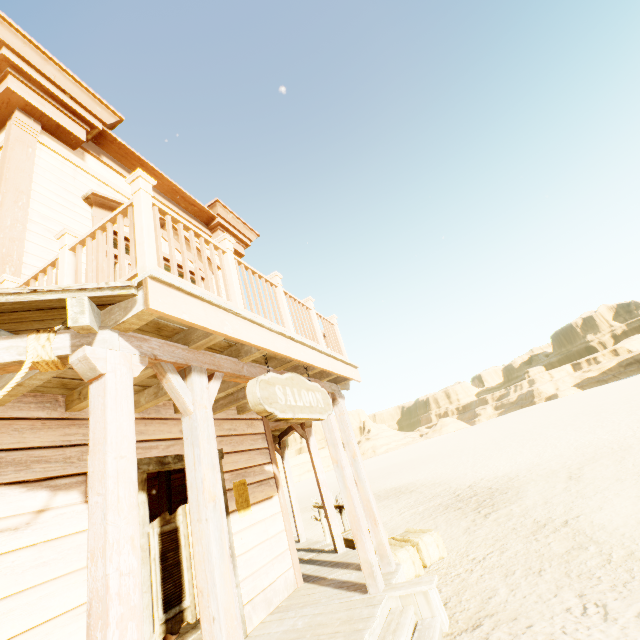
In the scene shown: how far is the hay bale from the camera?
5.2 meters

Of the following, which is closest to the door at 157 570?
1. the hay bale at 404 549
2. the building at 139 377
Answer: the building at 139 377

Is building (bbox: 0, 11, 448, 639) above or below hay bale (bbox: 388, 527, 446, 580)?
above

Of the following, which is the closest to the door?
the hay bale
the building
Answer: the building

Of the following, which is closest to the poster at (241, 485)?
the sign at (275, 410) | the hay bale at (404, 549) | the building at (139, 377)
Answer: the building at (139, 377)

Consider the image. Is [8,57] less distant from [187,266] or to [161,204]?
[161,204]

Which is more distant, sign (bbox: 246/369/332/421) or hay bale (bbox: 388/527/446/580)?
hay bale (bbox: 388/527/446/580)

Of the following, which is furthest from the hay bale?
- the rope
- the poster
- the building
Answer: the rope
